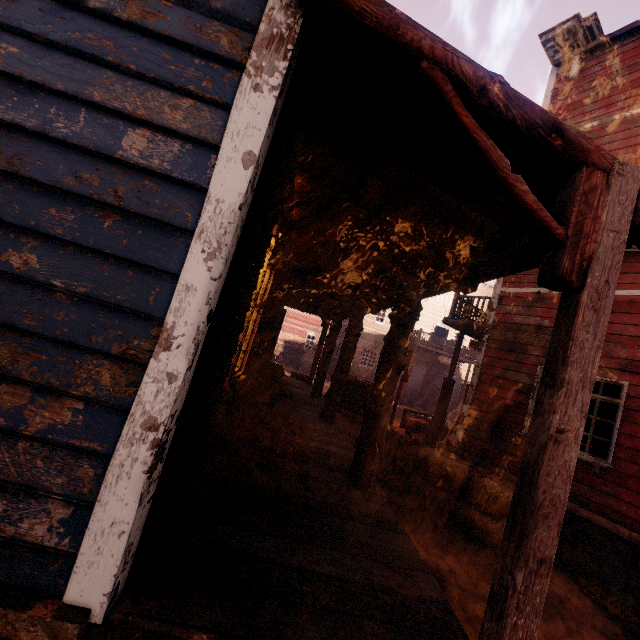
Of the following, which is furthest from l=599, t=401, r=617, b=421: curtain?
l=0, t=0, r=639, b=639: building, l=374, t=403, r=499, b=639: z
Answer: l=374, t=403, r=499, b=639: z

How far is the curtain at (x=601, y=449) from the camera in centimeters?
574cm

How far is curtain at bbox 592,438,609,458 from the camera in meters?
5.7

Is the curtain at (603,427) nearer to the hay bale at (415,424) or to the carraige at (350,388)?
the carraige at (350,388)

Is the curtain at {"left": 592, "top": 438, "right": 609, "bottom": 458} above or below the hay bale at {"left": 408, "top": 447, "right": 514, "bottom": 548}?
above

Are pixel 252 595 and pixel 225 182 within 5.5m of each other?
yes

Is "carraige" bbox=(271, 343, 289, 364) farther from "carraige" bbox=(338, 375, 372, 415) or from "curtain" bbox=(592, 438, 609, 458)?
"carraige" bbox=(338, 375, 372, 415)

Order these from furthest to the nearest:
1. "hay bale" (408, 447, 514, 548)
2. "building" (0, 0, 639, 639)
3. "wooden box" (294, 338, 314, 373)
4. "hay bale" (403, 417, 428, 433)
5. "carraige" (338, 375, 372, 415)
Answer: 1. "wooden box" (294, 338, 314, 373)
2. "hay bale" (403, 417, 428, 433)
3. "carraige" (338, 375, 372, 415)
4. "hay bale" (408, 447, 514, 548)
5. "building" (0, 0, 639, 639)
